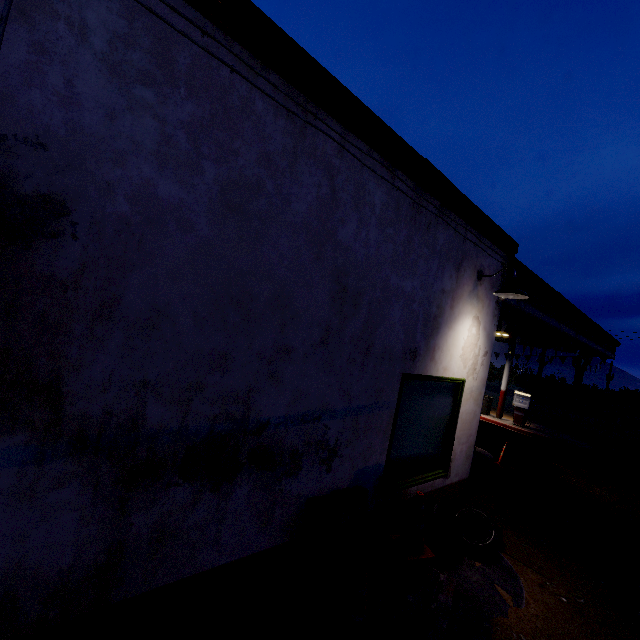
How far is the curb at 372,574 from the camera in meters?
3.8

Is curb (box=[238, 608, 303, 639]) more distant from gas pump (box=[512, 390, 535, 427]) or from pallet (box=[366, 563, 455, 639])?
gas pump (box=[512, 390, 535, 427])

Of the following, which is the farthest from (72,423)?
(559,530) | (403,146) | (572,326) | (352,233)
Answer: (572,326)

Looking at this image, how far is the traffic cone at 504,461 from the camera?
9.05m

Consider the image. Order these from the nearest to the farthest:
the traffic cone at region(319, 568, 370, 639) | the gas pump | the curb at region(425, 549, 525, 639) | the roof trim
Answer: the roof trim → the traffic cone at region(319, 568, 370, 639) → the curb at region(425, 549, 525, 639) → the gas pump

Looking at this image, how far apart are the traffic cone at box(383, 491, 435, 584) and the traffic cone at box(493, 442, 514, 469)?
6.2m

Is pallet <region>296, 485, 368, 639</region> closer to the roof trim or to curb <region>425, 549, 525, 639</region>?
curb <region>425, 549, 525, 639</region>

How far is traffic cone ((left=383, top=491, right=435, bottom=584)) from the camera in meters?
3.8 m
